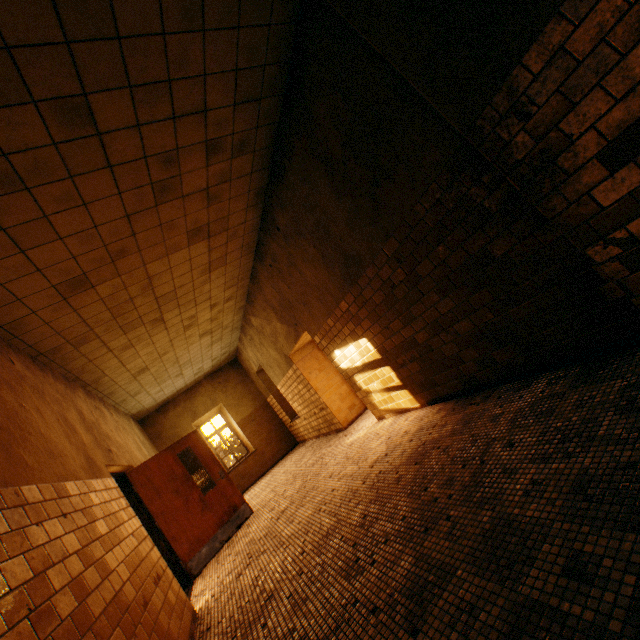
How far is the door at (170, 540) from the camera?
5.4m

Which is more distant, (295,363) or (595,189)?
(295,363)

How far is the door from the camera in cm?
543
